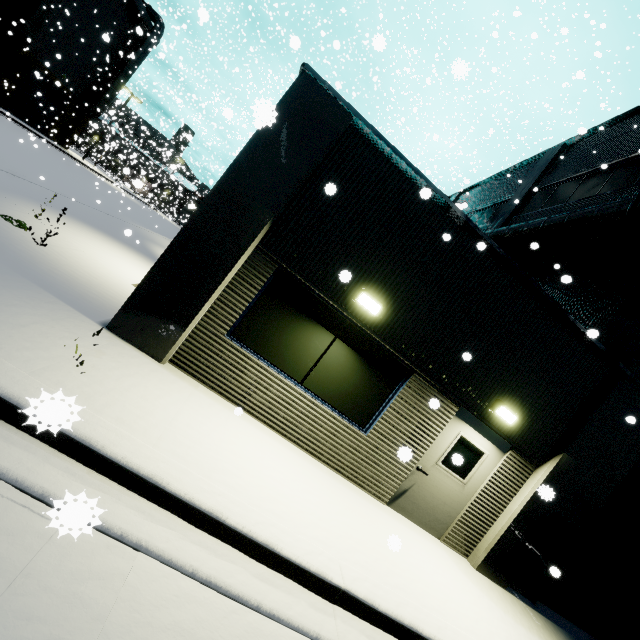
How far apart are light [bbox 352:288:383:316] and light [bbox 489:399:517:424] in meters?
3.0 m

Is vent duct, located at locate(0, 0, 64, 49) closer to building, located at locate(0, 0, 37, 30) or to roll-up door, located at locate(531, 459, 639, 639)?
building, located at locate(0, 0, 37, 30)

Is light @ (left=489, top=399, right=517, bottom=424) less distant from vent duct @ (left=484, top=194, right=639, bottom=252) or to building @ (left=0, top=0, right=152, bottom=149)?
building @ (left=0, top=0, right=152, bottom=149)

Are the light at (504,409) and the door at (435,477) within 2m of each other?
yes

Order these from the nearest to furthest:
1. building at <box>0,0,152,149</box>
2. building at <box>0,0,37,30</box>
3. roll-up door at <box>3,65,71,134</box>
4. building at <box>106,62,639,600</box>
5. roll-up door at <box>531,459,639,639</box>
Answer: building at <box>106,62,639,600</box> < roll-up door at <box>531,459,639,639</box> < building at <box>0,0,37,30</box> < building at <box>0,0,152,149</box> < roll-up door at <box>3,65,71,134</box>

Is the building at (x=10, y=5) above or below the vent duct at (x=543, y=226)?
below

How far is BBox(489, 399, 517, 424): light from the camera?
6.0m

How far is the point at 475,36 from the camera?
42.8 meters
